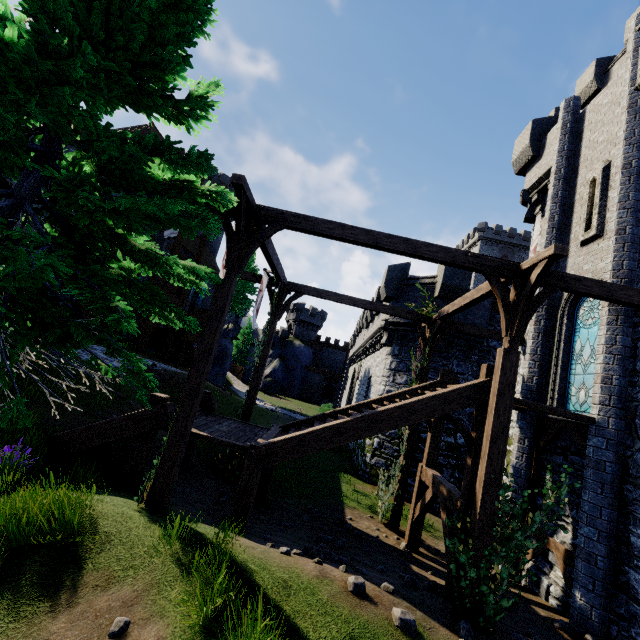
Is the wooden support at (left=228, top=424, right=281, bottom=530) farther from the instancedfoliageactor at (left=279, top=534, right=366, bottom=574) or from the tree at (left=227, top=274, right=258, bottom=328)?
the tree at (left=227, top=274, right=258, bottom=328)

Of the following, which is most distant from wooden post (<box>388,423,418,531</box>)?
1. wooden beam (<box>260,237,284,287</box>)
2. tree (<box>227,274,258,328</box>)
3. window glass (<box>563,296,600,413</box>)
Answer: tree (<box>227,274,258,328</box>)

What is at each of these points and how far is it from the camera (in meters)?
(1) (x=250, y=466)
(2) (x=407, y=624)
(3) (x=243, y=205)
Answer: (1) wooden support, 7.32
(2) instancedfoliageactor, 4.65
(3) wooden support, 6.59

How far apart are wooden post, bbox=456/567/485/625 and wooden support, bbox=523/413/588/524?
3.5m

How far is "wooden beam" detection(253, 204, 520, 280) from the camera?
6.90m

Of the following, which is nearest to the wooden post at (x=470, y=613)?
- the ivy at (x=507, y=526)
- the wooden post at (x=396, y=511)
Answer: the ivy at (x=507, y=526)

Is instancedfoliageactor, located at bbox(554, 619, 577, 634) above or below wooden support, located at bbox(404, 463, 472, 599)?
above

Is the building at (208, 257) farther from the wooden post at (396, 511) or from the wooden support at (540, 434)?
the wooden support at (540, 434)
